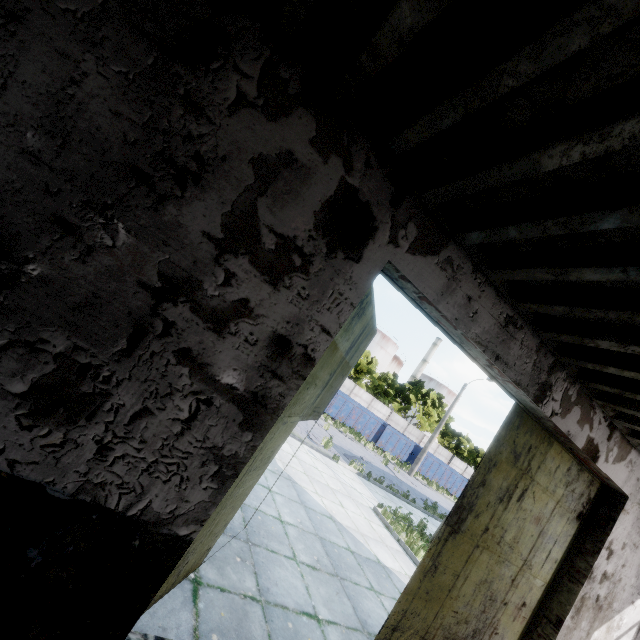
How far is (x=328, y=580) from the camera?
5.6m

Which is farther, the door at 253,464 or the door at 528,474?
Result: the door at 528,474

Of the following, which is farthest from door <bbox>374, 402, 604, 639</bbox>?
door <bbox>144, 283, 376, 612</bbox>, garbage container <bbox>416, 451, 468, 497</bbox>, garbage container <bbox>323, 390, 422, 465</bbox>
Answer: garbage container <bbox>416, 451, 468, 497</bbox>

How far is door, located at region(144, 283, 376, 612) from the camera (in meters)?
3.22

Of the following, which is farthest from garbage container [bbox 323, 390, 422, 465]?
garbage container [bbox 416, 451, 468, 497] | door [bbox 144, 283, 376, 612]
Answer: door [bbox 144, 283, 376, 612]

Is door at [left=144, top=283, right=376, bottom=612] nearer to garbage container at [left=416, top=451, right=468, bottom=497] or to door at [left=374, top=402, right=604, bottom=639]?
door at [left=374, top=402, right=604, bottom=639]

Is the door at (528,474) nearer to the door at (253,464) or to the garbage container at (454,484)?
the door at (253,464)

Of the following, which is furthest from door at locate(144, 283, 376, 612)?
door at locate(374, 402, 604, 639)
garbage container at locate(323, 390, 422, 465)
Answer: garbage container at locate(323, 390, 422, 465)
